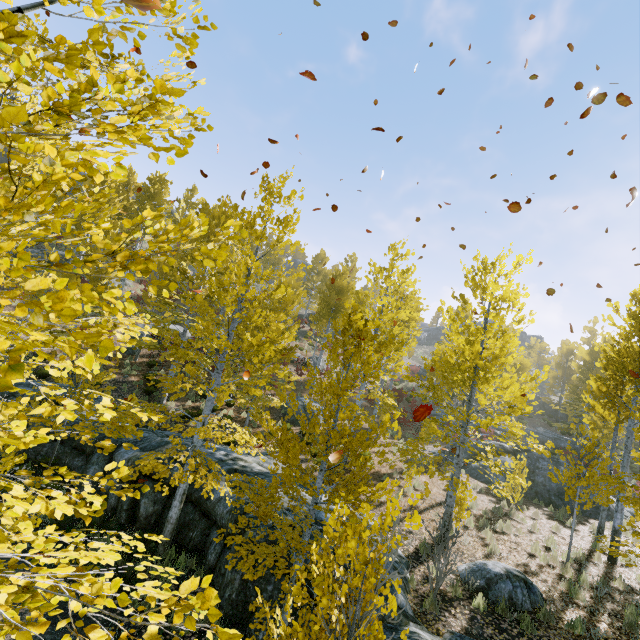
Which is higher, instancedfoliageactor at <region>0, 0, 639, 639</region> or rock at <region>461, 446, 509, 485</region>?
instancedfoliageactor at <region>0, 0, 639, 639</region>

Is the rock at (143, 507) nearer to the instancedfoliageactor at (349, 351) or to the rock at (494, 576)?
the instancedfoliageactor at (349, 351)

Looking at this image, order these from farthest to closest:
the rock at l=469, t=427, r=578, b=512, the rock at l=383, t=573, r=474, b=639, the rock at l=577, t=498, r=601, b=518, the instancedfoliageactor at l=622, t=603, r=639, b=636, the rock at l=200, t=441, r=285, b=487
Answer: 1. the rock at l=469, t=427, r=578, b=512
2. the rock at l=577, t=498, r=601, b=518
3. the rock at l=200, t=441, r=285, b=487
4. the instancedfoliageactor at l=622, t=603, r=639, b=636
5. the rock at l=383, t=573, r=474, b=639

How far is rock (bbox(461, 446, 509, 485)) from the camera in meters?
17.2

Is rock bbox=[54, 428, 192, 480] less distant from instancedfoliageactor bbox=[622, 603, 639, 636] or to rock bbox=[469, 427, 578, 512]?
instancedfoliageactor bbox=[622, 603, 639, 636]

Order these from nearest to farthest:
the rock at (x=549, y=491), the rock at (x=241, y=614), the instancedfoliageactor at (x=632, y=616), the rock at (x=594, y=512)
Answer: the rock at (x=241, y=614) < the instancedfoliageactor at (x=632, y=616) < the rock at (x=594, y=512) < the rock at (x=549, y=491)

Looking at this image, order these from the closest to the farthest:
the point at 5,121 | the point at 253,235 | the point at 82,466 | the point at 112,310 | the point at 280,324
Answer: the point at 5,121 < the point at 112,310 < the point at 253,235 < the point at 280,324 < the point at 82,466
